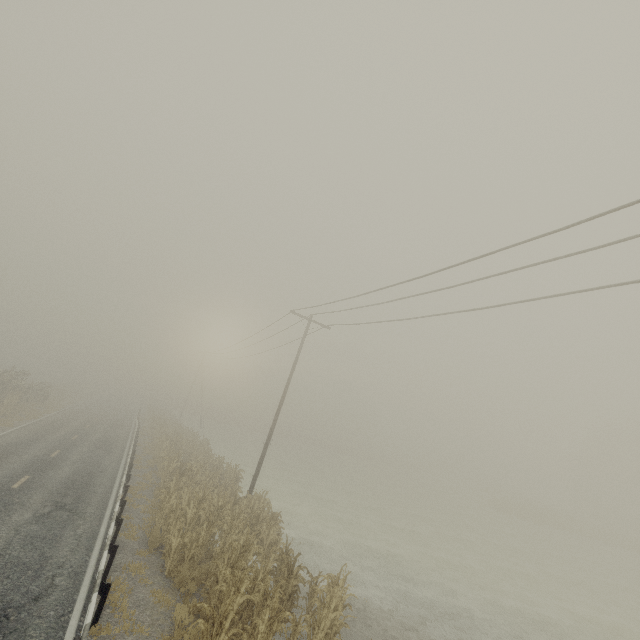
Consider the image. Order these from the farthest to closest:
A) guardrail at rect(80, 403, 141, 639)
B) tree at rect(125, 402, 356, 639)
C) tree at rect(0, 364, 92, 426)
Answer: tree at rect(0, 364, 92, 426)
tree at rect(125, 402, 356, 639)
guardrail at rect(80, 403, 141, 639)

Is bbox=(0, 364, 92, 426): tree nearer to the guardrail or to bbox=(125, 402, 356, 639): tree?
the guardrail

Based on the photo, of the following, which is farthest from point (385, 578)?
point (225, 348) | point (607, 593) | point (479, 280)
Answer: point (225, 348)

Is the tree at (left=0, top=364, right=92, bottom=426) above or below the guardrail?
above

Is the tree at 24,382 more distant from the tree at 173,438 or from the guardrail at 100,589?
the tree at 173,438

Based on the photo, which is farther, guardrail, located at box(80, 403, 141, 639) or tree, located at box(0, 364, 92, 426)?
tree, located at box(0, 364, 92, 426)

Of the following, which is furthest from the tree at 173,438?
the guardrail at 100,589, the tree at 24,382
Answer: the tree at 24,382

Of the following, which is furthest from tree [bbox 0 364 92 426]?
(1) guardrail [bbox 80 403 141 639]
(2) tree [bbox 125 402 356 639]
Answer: (2) tree [bbox 125 402 356 639]
